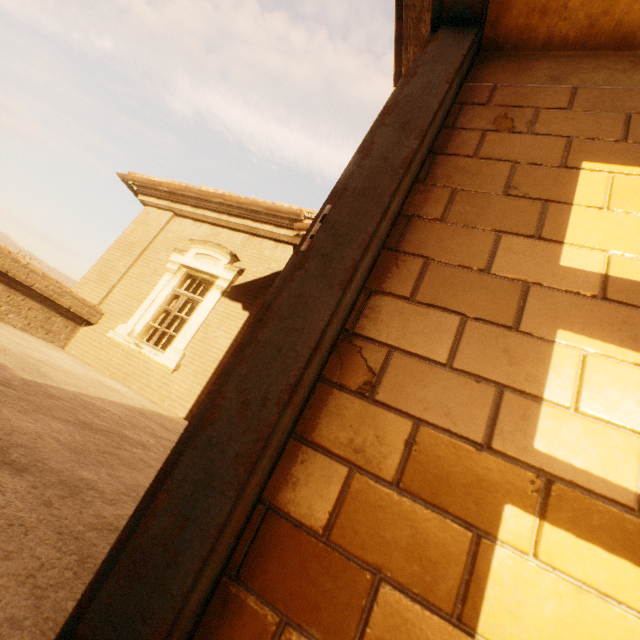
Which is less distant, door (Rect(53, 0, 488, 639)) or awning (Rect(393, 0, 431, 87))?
door (Rect(53, 0, 488, 639))

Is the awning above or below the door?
above

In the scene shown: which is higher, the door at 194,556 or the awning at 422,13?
the awning at 422,13

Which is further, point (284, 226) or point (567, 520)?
point (284, 226)

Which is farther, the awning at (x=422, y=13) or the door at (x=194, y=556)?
the awning at (x=422, y=13)
